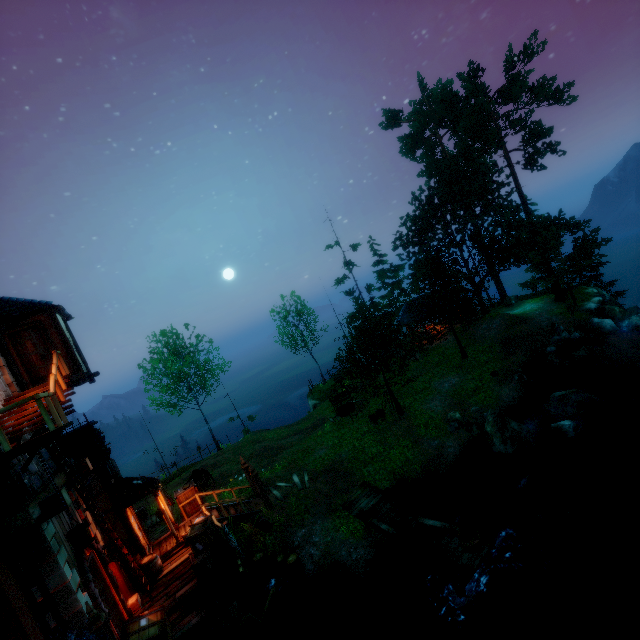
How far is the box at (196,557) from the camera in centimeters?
1131cm

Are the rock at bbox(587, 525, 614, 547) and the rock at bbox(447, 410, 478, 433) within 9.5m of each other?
yes

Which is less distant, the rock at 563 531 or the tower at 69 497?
the tower at 69 497

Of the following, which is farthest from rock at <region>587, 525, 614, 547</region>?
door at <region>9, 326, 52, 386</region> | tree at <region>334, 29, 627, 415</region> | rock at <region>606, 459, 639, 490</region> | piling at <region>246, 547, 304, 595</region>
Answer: door at <region>9, 326, 52, 386</region>

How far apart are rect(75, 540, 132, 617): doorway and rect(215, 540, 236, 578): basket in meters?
2.9

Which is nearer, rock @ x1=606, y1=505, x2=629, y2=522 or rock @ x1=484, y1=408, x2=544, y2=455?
rock @ x1=606, y1=505, x2=629, y2=522

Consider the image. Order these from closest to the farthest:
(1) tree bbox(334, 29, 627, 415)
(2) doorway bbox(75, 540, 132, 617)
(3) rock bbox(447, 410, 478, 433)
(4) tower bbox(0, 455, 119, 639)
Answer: (4) tower bbox(0, 455, 119, 639)
(2) doorway bbox(75, 540, 132, 617)
(3) rock bbox(447, 410, 478, 433)
(1) tree bbox(334, 29, 627, 415)

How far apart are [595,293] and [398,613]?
29.63m
